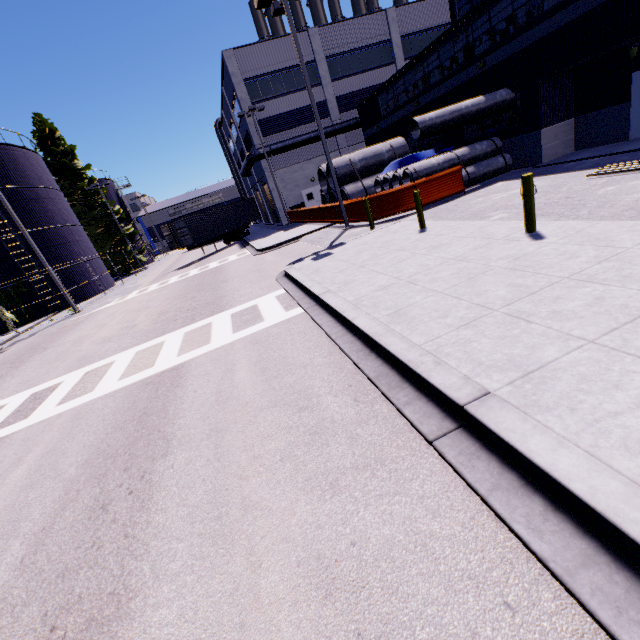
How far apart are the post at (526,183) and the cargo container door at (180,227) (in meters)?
25.88

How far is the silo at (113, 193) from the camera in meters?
43.4 m

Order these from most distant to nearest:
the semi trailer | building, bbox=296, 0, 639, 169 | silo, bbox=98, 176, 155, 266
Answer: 1. silo, bbox=98, 176, 155, 266
2. the semi trailer
3. building, bbox=296, 0, 639, 169

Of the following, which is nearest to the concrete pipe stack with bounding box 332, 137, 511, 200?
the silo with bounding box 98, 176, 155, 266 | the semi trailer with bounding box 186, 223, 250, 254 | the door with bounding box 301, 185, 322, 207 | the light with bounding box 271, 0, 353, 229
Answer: the light with bounding box 271, 0, 353, 229

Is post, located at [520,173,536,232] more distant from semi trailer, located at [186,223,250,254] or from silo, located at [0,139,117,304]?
semi trailer, located at [186,223,250,254]

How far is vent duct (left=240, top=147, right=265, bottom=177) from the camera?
29.3 meters

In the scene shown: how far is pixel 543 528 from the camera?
2.1 meters

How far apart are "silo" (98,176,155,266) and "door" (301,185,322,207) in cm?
2704
